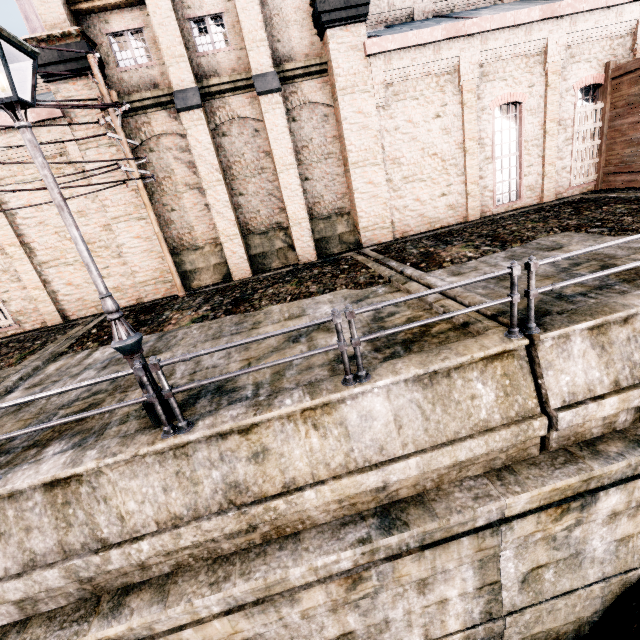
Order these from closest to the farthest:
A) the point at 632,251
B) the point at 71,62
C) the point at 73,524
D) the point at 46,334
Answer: the point at 73,524, the point at 632,251, the point at 71,62, the point at 46,334

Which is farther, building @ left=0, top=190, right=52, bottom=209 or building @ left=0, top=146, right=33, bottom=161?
building @ left=0, top=190, right=52, bottom=209

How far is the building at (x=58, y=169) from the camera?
13.0 meters

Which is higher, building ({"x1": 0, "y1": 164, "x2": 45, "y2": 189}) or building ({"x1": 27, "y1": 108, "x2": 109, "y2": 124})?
building ({"x1": 27, "y1": 108, "x2": 109, "y2": 124})

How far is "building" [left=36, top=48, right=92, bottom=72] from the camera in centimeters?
1162cm

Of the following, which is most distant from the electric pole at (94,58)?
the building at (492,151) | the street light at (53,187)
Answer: the street light at (53,187)

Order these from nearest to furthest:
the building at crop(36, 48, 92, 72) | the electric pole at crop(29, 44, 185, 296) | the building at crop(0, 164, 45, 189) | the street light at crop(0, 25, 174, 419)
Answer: the street light at crop(0, 25, 174, 419)
the electric pole at crop(29, 44, 185, 296)
the building at crop(36, 48, 92, 72)
the building at crop(0, 164, 45, 189)
